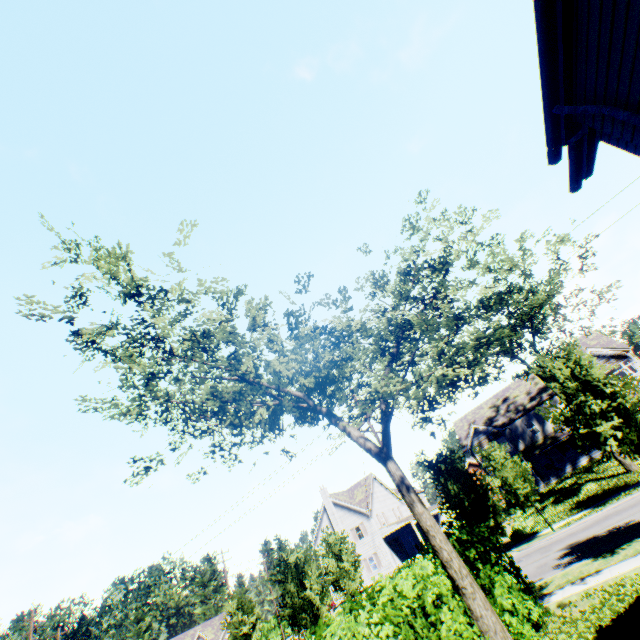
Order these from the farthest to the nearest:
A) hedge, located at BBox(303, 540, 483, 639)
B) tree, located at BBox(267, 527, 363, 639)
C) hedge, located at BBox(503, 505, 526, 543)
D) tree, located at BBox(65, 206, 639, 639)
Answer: hedge, located at BBox(503, 505, 526, 543) → tree, located at BBox(267, 527, 363, 639) → tree, located at BBox(65, 206, 639, 639) → hedge, located at BBox(303, 540, 483, 639)

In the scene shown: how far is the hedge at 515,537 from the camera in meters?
24.2

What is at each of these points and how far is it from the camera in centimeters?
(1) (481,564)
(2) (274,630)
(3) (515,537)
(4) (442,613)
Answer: (1) hedge, 987cm
(2) hedge, 5141cm
(3) hedge, 2422cm
(4) hedge, 716cm

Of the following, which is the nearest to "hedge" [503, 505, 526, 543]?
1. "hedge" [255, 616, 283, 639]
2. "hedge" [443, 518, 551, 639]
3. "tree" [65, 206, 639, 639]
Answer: "tree" [65, 206, 639, 639]

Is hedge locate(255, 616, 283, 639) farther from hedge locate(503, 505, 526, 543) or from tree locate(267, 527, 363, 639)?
hedge locate(503, 505, 526, 543)

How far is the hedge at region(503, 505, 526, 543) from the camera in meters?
24.2 m

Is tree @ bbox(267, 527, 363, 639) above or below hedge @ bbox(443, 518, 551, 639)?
above

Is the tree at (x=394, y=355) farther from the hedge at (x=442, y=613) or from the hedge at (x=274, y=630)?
the hedge at (x=274, y=630)
